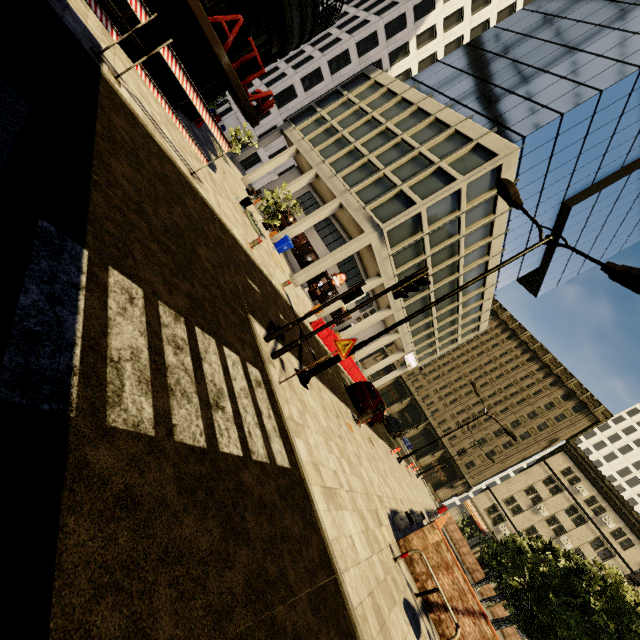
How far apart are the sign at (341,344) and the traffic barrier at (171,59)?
6.9 meters

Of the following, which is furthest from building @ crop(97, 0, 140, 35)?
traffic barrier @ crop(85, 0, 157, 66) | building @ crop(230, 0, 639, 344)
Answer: building @ crop(230, 0, 639, 344)

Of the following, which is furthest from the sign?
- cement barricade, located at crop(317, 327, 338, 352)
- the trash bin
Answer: the trash bin

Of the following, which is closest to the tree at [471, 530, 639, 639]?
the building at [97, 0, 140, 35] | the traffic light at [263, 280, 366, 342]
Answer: the building at [97, 0, 140, 35]

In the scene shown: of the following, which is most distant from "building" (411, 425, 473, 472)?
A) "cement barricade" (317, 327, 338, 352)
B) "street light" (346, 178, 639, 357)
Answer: "street light" (346, 178, 639, 357)

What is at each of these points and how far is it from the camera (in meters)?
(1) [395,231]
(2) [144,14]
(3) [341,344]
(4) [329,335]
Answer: (1) building, 22.14
(2) traffic barrier, 7.07
(3) sign, 6.60
(4) cement barricade, 19.59

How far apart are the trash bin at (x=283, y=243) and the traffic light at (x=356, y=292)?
17.3m

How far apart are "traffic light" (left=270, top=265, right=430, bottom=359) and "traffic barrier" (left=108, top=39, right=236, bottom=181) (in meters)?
6.16
